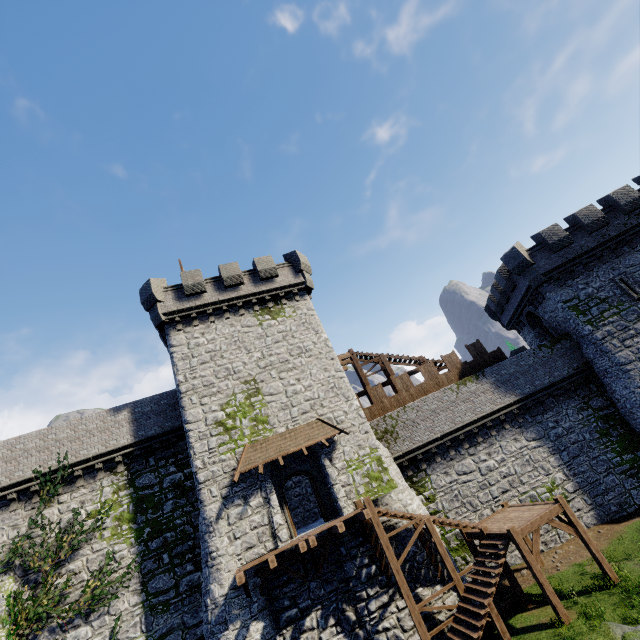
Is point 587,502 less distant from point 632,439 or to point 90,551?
point 632,439

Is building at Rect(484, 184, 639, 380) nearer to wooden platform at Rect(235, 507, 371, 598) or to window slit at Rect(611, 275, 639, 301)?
window slit at Rect(611, 275, 639, 301)

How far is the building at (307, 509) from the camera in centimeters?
1995cm

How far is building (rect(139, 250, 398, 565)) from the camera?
15.97m

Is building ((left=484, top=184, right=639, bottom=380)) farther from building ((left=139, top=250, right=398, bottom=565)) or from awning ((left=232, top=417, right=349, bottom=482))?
awning ((left=232, top=417, right=349, bottom=482))

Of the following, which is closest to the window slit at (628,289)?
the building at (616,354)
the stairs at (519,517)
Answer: the building at (616,354)

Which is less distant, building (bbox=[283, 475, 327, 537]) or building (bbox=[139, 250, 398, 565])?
building (bbox=[139, 250, 398, 565])

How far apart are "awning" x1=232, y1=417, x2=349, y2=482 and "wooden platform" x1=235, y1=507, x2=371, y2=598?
3.1 meters
